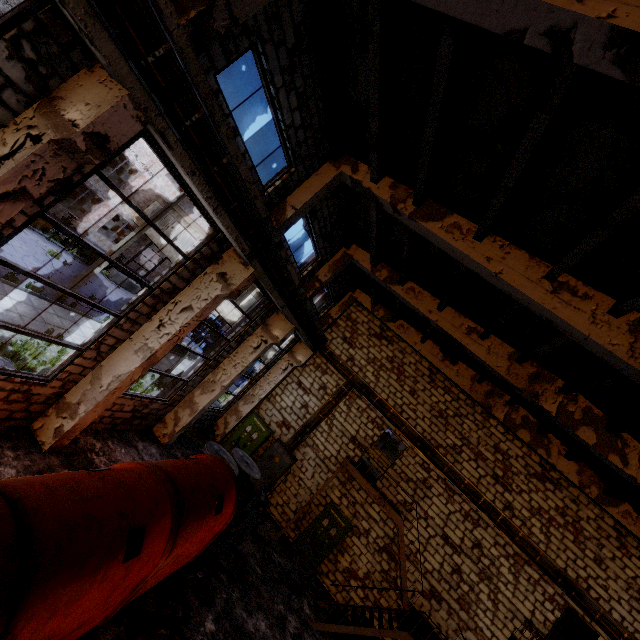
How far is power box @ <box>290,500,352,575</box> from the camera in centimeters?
1316cm

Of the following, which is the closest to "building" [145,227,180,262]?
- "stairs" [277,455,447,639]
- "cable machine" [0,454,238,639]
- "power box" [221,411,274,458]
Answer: "power box" [221,411,274,458]

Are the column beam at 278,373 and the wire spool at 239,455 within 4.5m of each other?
yes

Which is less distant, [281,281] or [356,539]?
[281,281]

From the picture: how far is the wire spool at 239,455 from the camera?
11.1m

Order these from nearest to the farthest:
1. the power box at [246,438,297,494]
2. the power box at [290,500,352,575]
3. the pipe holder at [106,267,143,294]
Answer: the power box at [290,500,352,575]
the power box at [246,438,297,494]
the pipe holder at [106,267,143,294]

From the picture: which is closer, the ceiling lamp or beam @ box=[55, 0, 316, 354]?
beam @ box=[55, 0, 316, 354]

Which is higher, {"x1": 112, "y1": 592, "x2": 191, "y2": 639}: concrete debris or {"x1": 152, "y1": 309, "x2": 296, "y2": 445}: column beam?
{"x1": 152, "y1": 309, "x2": 296, "y2": 445}: column beam
